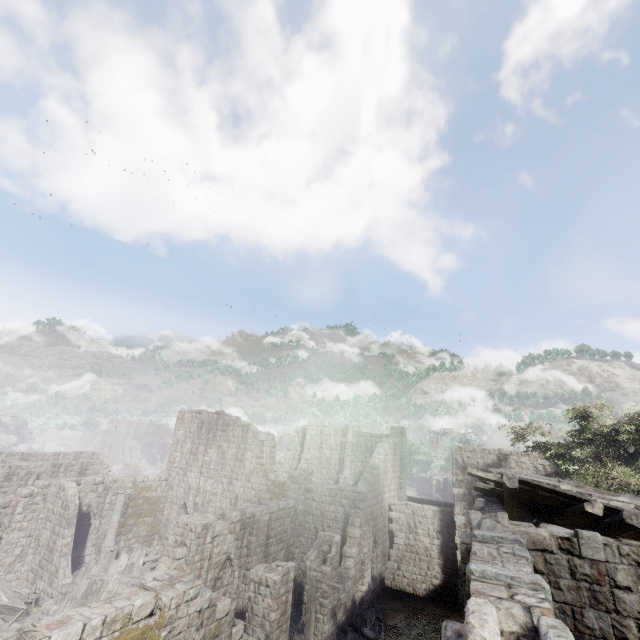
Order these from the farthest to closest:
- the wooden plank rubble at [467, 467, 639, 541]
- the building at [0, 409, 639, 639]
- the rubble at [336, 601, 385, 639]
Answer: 1. the rubble at [336, 601, 385, 639]
2. the wooden plank rubble at [467, 467, 639, 541]
3. the building at [0, 409, 639, 639]

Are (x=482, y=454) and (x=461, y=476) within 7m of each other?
yes

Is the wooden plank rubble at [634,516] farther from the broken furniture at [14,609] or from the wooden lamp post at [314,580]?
the broken furniture at [14,609]

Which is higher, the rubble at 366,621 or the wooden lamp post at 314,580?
the wooden lamp post at 314,580

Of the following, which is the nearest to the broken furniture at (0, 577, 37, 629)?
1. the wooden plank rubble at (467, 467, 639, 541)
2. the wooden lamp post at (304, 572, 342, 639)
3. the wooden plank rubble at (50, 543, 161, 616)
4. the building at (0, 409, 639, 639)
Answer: the building at (0, 409, 639, 639)

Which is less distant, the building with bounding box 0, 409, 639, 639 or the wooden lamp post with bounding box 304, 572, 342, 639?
the building with bounding box 0, 409, 639, 639

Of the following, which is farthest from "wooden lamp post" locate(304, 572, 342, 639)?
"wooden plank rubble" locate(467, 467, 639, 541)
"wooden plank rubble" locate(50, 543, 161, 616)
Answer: "wooden plank rubble" locate(50, 543, 161, 616)

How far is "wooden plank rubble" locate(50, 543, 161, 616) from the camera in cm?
1792
